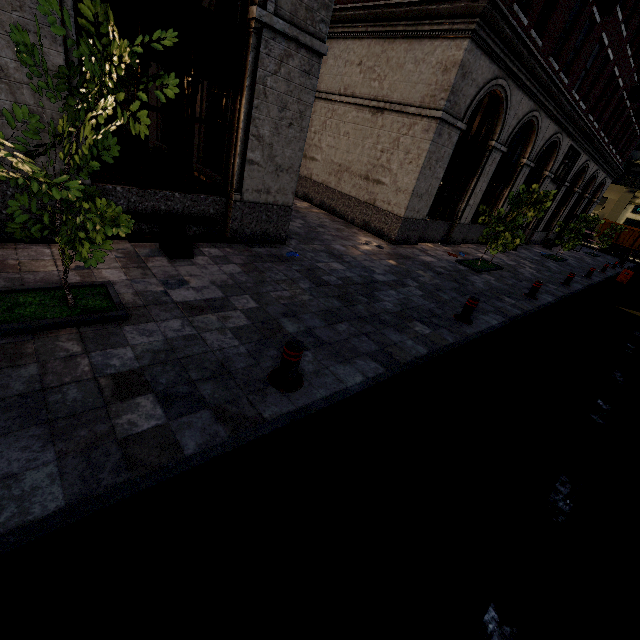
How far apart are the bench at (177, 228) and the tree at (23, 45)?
3.2 meters

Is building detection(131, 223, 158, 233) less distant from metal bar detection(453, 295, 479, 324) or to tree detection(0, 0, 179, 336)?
tree detection(0, 0, 179, 336)

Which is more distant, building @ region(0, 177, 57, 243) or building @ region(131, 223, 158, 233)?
building @ region(131, 223, 158, 233)

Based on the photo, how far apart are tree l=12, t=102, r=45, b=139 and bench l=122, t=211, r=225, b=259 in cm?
245

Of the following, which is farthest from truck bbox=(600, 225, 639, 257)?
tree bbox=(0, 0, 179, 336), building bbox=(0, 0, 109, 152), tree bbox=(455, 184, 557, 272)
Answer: tree bbox=(0, 0, 179, 336)

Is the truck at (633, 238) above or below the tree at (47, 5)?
below

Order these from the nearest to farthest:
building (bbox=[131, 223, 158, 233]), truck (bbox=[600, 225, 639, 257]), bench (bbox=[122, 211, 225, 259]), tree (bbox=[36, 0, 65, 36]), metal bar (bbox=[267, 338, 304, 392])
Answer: tree (bbox=[36, 0, 65, 36])
metal bar (bbox=[267, 338, 304, 392])
bench (bbox=[122, 211, 225, 259])
building (bbox=[131, 223, 158, 233])
truck (bbox=[600, 225, 639, 257])

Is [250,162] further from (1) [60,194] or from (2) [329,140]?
(2) [329,140]
